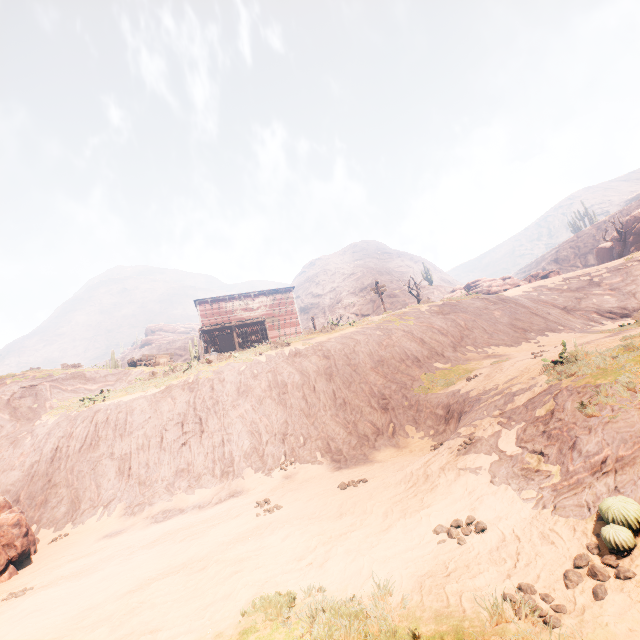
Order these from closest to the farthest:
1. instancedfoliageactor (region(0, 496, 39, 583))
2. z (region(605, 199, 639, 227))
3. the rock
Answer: instancedfoliageactor (region(0, 496, 39, 583)) < the rock < z (region(605, 199, 639, 227))

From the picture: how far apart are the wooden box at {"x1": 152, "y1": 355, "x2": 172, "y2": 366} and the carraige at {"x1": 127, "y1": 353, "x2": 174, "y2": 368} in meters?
0.0 m

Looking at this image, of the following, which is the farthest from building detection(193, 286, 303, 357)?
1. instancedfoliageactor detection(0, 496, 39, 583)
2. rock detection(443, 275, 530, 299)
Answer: rock detection(443, 275, 530, 299)

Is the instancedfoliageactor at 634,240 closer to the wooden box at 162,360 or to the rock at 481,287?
the rock at 481,287

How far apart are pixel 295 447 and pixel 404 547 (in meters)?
8.15

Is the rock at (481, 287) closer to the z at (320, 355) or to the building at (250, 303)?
the z at (320, 355)

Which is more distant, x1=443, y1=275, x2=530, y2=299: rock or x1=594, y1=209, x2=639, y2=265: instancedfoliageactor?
x1=443, y1=275, x2=530, y2=299: rock

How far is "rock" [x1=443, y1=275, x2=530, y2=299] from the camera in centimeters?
3253cm
